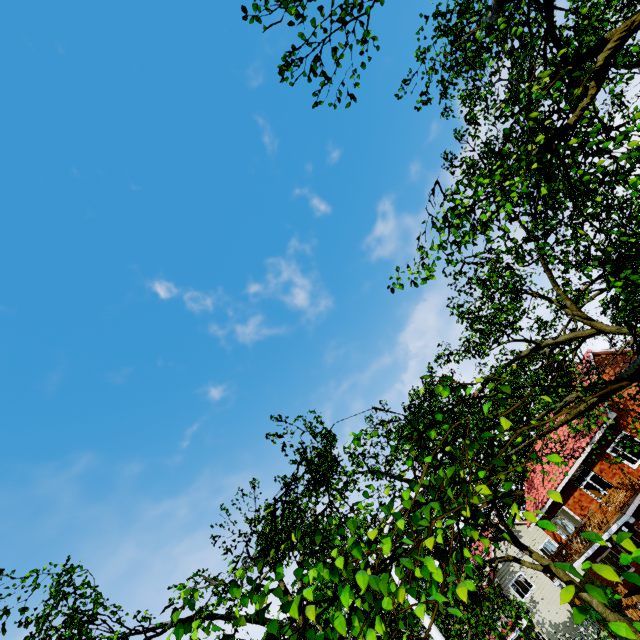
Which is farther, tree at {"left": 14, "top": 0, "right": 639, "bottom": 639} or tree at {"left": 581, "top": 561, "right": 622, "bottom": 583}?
tree at {"left": 14, "top": 0, "right": 639, "bottom": 639}

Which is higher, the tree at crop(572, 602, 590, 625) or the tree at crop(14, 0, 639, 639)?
the tree at crop(14, 0, 639, 639)

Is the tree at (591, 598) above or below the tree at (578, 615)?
above

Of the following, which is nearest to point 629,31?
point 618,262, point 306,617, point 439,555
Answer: point 618,262

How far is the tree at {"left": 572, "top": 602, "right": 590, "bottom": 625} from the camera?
1.8m

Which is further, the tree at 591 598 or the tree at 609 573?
the tree at 591 598
